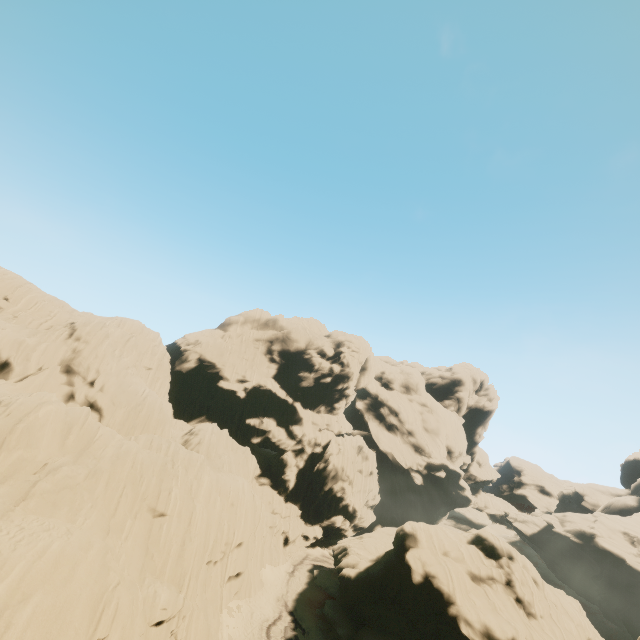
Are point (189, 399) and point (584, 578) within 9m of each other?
no
